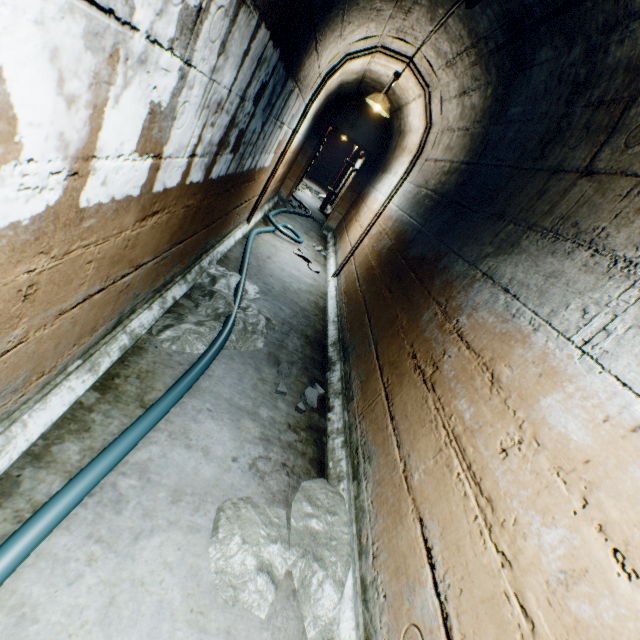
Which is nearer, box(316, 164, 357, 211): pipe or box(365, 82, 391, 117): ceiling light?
box(365, 82, 391, 117): ceiling light

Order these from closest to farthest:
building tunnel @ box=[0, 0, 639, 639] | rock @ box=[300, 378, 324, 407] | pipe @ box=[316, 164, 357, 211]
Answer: building tunnel @ box=[0, 0, 639, 639] → rock @ box=[300, 378, 324, 407] → pipe @ box=[316, 164, 357, 211]

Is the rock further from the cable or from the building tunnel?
the cable

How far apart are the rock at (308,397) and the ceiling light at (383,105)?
4.2 meters

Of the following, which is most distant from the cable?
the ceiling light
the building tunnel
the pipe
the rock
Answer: the ceiling light

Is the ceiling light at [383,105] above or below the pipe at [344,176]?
above

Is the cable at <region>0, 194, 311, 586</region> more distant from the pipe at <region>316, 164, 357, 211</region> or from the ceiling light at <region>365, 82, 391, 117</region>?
the ceiling light at <region>365, 82, 391, 117</region>

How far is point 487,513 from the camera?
1.2m
